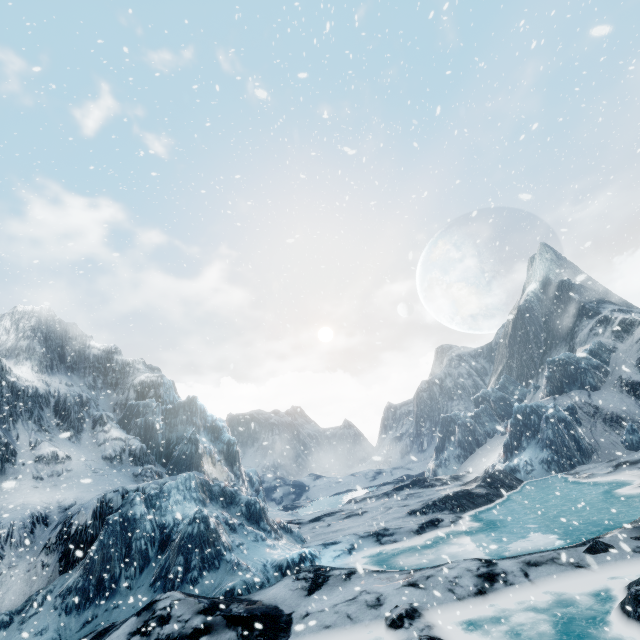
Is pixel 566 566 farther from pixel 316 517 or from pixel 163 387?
pixel 163 387
